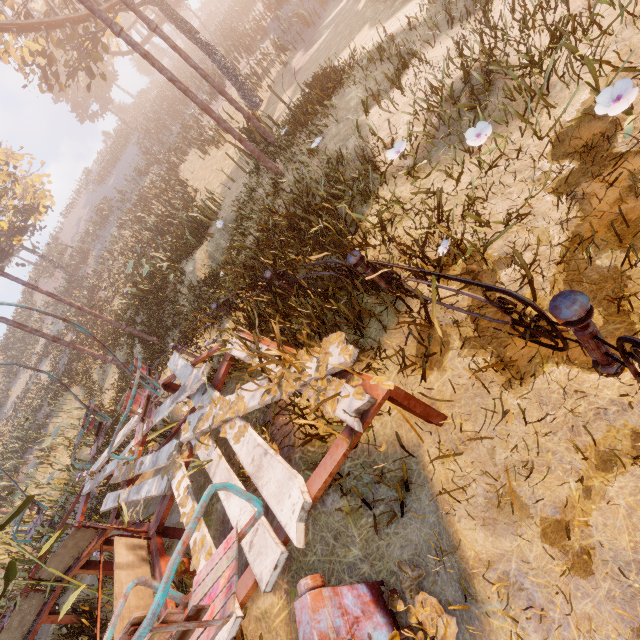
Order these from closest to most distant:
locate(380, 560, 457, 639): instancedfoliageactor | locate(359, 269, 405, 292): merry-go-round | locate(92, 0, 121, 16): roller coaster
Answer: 1. locate(380, 560, 457, 639): instancedfoliageactor
2. locate(359, 269, 405, 292): merry-go-round
3. locate(92, 0, 121, 16): roller coaster

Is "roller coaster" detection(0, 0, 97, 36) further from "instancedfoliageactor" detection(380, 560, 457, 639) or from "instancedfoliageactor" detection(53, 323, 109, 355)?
"instancedfoliageactor" detection(380, 560, 457, 639)

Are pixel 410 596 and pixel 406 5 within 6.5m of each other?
no

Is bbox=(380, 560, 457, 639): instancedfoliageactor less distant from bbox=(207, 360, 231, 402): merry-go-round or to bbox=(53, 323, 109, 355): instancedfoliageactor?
bbox=(207, 360, 231, 402): merry-go-round

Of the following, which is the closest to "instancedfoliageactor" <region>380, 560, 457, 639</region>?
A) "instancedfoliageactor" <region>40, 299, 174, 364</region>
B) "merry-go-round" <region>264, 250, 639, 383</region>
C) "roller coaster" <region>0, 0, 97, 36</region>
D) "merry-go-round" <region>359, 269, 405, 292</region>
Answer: "merry-go-round" <region>359, 269, 405, 292</region>

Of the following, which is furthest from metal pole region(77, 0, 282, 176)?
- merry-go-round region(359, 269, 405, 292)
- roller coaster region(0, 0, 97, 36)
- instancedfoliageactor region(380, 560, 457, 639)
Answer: instancedfoliageactor region(380, 560, 457, 639)

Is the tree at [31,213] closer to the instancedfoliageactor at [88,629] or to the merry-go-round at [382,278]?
the merry-go-round at [382,278]

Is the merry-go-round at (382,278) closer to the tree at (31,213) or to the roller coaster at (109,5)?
the roller coaster at (109,5)
